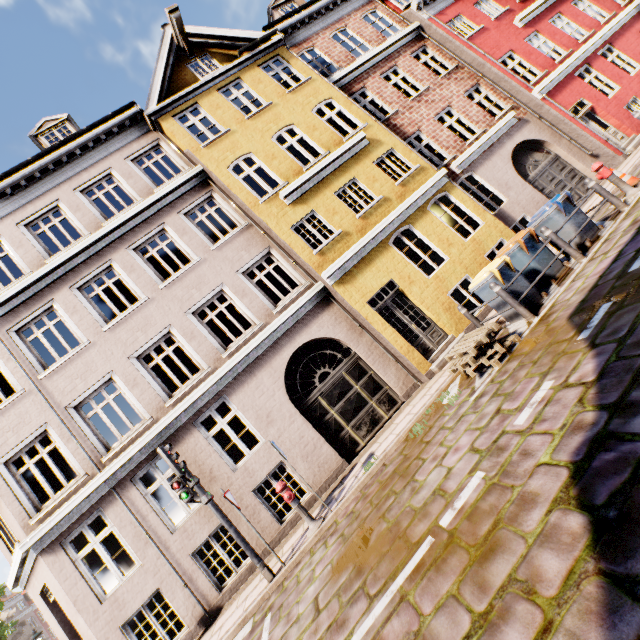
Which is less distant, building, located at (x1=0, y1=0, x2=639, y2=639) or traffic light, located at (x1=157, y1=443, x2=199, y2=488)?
traffic light, located at (x1=157, y1=443, x2=199, y2=488)

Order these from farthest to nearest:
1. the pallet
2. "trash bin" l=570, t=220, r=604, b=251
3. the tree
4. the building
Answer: the tree
the building
"trash bin" l=570, t=220, r=604, b=251
the pallet

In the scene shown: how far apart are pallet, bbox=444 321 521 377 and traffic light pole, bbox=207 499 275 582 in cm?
542

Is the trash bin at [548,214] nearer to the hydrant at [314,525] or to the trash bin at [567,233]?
the trash bin at [567,233]

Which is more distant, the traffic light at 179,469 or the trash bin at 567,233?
the trash bin at 567,233

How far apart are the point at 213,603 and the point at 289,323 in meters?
7.2 m

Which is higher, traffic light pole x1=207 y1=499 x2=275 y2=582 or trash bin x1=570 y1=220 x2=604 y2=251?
traffic light pole x1=207 y1=499 x2=275 y2=582

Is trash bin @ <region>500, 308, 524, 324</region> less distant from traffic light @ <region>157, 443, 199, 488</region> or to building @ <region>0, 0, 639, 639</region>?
building @ <region>0, 0, 639, 639</region>
